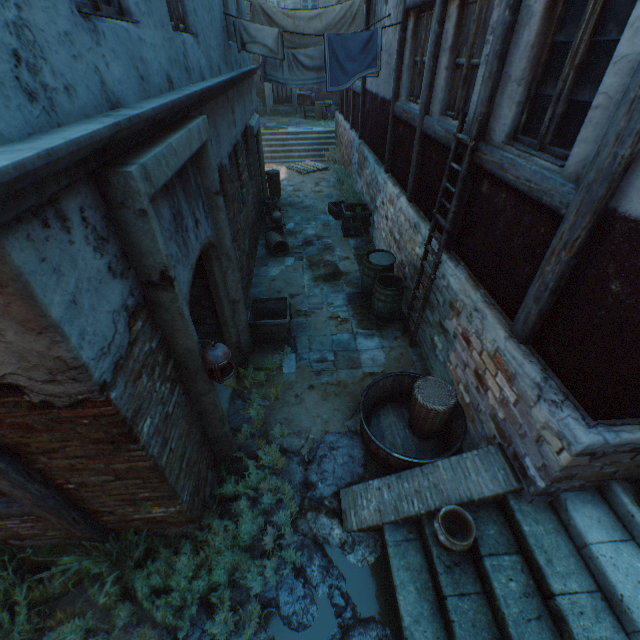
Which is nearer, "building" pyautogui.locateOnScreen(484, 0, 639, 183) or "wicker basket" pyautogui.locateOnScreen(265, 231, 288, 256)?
"building" pyautogui.locateOnScreen(484, 0, 639, 183)

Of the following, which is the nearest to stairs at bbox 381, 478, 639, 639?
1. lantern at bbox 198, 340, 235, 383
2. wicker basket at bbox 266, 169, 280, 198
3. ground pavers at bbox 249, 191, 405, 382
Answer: ground pavers at bbox 249, 191, 405, 382

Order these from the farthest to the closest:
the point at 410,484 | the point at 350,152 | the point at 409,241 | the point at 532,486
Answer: the point at 350,152 < the point at 409,241 < the point at 410,484 < the point at 532,486

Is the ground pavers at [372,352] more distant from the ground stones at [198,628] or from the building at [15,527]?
the ground stones at [198,628]

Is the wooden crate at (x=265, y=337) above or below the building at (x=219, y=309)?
below

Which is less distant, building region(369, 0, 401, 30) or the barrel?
the barrel

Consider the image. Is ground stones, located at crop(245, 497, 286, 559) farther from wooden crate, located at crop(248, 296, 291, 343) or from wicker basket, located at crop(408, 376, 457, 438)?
wooden crate, located at crop(248, 296, 291, 343)

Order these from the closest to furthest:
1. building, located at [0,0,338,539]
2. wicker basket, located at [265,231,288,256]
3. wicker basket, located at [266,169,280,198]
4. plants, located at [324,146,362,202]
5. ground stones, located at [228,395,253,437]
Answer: building, located at [0,0,338,539] → ground stones, located at [228,395,253,437] → wicker basket, located at [265,231,288,256] → plants, located at [324,146,362,202] → wicker basket, located at [266,169,280,198]
